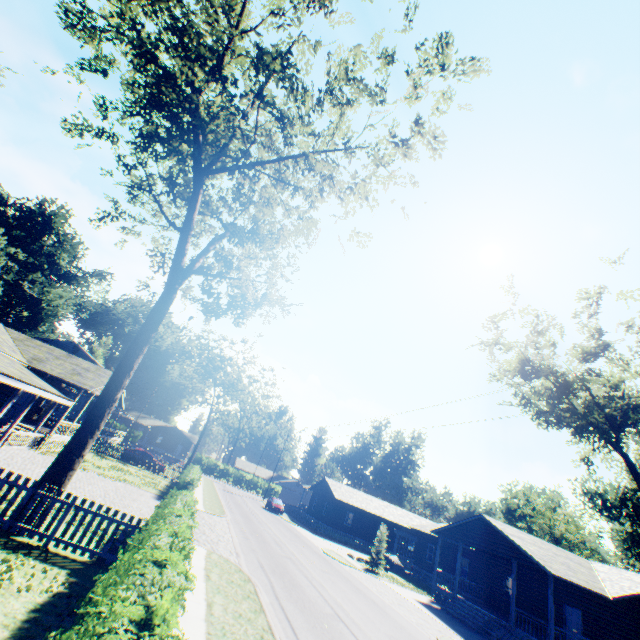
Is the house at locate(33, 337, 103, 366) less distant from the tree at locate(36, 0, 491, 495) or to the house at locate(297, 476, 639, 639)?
the tree at locate(36, 0, 491, 495)

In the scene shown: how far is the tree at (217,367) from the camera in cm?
5125

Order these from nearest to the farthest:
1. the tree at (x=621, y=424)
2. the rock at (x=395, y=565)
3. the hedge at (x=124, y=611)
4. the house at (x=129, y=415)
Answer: the hedge at (x=124, y=611) < the tree at (x=621, y=424) < the rock at (x=395, y=565) < the house at (x=129, y=415)

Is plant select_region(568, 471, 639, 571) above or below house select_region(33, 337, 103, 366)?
above

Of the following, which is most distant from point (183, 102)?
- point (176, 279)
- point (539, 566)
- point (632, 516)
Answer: point (632, 516)

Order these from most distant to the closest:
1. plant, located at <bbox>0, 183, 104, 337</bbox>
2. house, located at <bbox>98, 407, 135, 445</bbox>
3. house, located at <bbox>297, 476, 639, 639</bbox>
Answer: plant, located at <bbox>0, 183, 104, 337</bbox> → house, located at <bbox>98, 407, 135, 445</bbox> → house, located at <bbox>297, 476, 639, 639</bbox>

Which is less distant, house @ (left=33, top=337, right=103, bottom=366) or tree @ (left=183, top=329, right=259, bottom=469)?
house @ (left=33, top=337, right=103, bottom=366)

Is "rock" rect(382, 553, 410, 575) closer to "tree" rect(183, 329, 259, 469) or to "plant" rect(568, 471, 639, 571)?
"plant" rect(568, 471, 639, 571)
